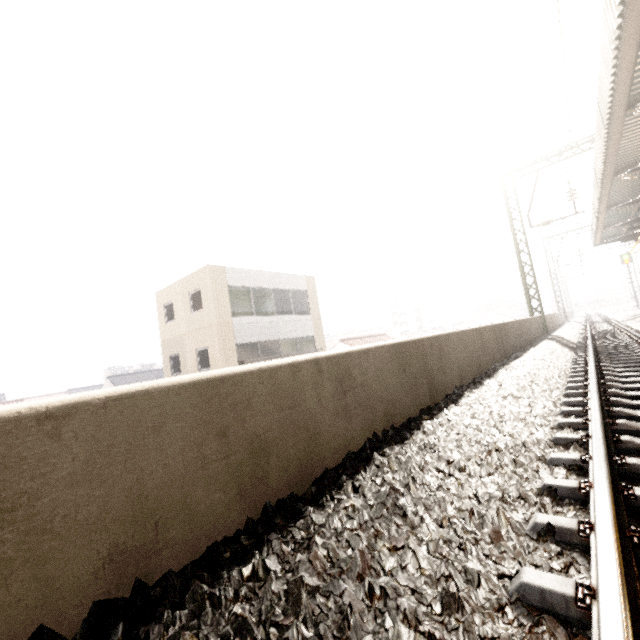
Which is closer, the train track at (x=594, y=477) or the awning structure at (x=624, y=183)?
the train track at (x=594, y=477)

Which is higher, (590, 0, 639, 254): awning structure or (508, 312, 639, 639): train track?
(590, 0, 639, 254): awning structure

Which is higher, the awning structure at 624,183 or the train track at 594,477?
the awning structure at 624,183

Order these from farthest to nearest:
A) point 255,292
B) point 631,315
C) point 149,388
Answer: point 631,315 → point 255,292 → point 149,388

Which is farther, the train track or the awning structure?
the awning structure
